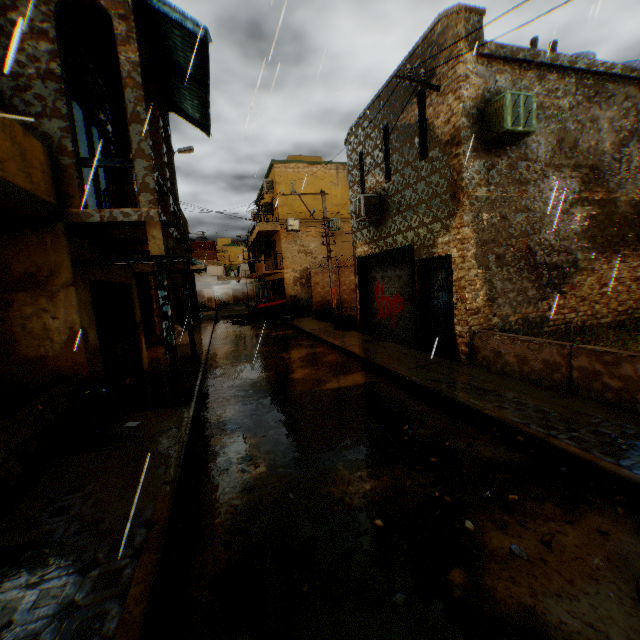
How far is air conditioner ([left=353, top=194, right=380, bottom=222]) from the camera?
11.4m

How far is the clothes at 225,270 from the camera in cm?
2212

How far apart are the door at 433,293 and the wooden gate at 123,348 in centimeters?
39cm

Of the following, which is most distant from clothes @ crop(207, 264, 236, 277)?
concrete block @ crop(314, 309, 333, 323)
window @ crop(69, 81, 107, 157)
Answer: window @ crop(69, 81, 107, 157)

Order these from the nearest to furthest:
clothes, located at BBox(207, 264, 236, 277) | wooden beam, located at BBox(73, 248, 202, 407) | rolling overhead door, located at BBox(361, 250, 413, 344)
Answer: wooden beam, located at BBox(73, 248, 202, 407) → rolling overhead door, located at BBox(361, 250, 413, 344) → clothes, located at BBox(207, 264, 236, 277)

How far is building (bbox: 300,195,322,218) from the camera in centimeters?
2330cm

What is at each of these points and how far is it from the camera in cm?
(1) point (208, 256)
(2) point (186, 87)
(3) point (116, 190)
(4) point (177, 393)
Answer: (1) building, 3941
(2) awning, 888
(3) wooden box, 671
(4) wooden beam, 688

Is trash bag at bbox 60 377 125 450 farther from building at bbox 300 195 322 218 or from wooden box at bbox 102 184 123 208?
wooden box at bbox 102 184 123 208
